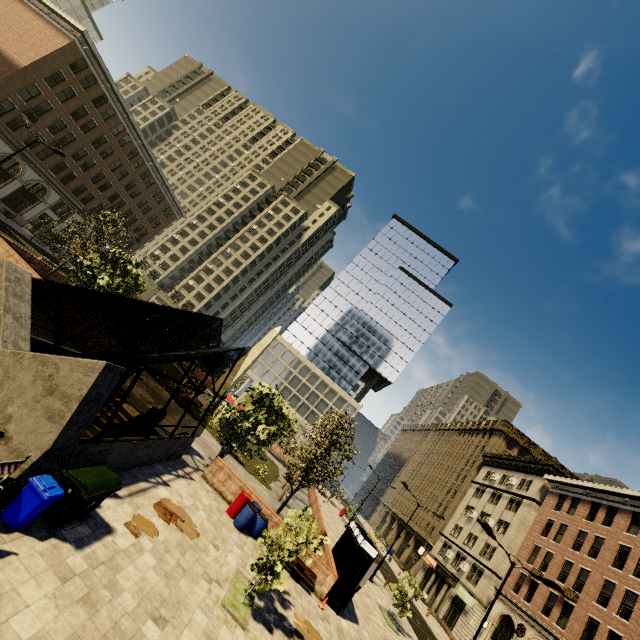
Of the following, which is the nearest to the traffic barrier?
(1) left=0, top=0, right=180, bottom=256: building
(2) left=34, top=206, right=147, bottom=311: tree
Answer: (2) left=34, top=206, right=147, bottom=311: tree

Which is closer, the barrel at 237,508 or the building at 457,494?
the barrel at 237,508

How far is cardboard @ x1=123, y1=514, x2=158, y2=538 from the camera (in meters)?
9.06

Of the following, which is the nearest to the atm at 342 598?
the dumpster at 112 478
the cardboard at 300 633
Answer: the cardboard at 300 633

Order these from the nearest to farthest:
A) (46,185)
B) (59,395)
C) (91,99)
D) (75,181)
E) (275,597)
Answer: (59,395) < (275,597) < (91,99) < (46,185) < (75,181)

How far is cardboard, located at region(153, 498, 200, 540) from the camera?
11.0m

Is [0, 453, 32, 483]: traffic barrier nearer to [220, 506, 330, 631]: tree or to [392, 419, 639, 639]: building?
[220, 506, 330, 631]: tree

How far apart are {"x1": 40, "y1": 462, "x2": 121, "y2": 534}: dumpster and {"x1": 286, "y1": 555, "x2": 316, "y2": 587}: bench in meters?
10.4
